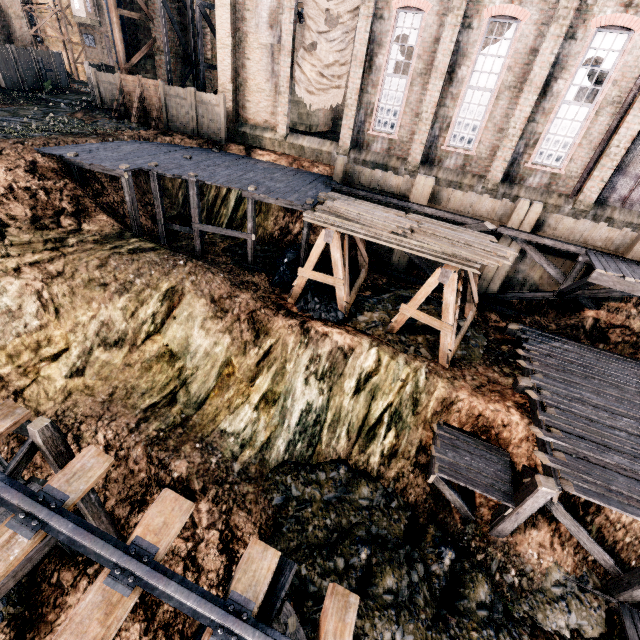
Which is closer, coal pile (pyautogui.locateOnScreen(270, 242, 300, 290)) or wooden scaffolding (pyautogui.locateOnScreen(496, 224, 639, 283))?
wooden scaffolding (pyautogui.locateOnScreen(496, 224, 639, 283))

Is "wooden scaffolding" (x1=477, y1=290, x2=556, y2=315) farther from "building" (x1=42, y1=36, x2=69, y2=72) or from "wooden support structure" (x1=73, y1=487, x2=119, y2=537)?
"wooden support structure" (x1=73, y1=487, x2=119, y2=537)

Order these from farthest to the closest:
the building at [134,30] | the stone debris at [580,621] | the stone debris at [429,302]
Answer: the building at [134,30], the stone debris at [429,302], the stone debris at [580,621]

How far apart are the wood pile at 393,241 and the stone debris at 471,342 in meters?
3.5

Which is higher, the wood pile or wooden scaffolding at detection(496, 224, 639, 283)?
the wood pile

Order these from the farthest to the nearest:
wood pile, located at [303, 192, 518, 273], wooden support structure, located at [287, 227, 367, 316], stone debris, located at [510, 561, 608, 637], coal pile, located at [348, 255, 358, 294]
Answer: coal pile, located at [348, 255, 358, 294]
wooden support structure, located at [287, 227, 367, 316]
wood pile, located at [303, 192, 518, 273]
stone debris, located at [510, 561, 608, 637]

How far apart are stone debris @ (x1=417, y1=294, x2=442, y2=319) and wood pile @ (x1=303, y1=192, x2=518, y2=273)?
3.50m

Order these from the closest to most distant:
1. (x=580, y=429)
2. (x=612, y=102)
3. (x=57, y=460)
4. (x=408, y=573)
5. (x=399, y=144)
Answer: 1. (x=57, y=460)
2. (x=408, y=573)
3. (x=580, y=429)
4. (x=612, y=102)
5. (x=399, y=144)
